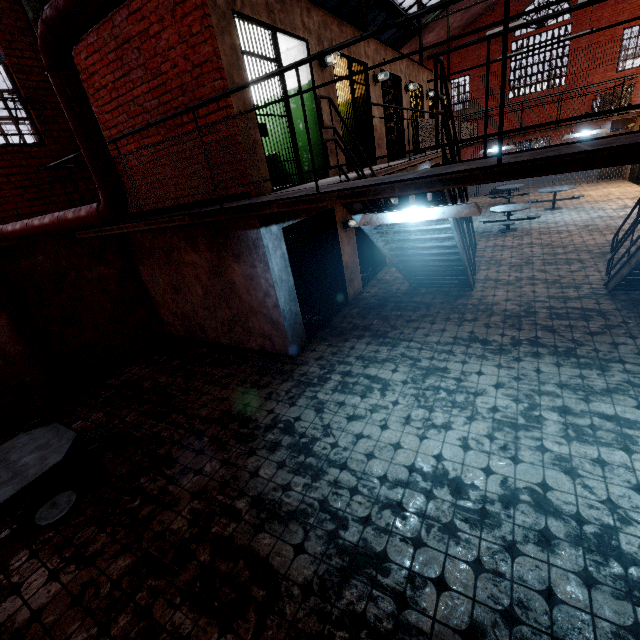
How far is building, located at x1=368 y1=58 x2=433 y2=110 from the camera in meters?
8.7

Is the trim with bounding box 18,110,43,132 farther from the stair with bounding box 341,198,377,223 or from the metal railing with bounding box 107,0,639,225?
the stair with bounding box 341,198,377,223

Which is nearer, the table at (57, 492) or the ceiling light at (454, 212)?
the ceiling light at (454, 212)

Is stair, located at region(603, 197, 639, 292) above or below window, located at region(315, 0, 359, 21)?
below

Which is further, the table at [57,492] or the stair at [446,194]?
the stair at [446,194]

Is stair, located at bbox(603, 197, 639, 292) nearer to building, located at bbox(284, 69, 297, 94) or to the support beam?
the support beam

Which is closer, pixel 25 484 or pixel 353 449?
pixel 25 484

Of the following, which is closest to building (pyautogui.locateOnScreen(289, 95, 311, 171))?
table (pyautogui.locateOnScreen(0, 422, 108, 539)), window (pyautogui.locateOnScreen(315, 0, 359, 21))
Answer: window (pyautogui.locateOnScreen(315, 0, 359, 21))
